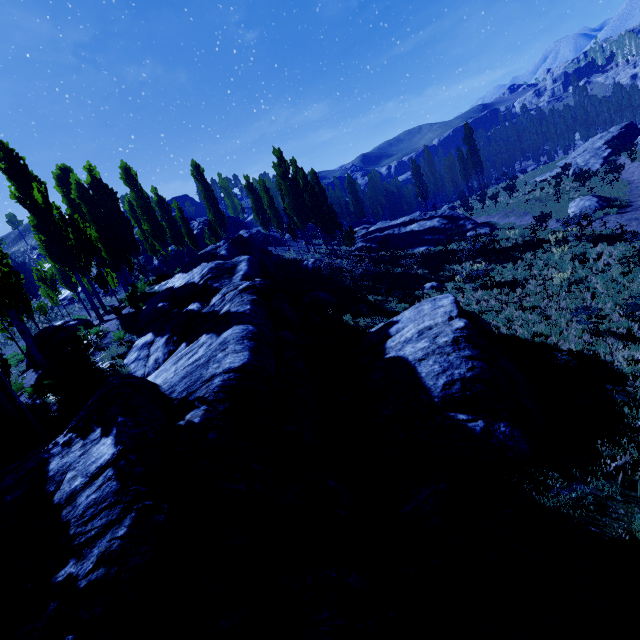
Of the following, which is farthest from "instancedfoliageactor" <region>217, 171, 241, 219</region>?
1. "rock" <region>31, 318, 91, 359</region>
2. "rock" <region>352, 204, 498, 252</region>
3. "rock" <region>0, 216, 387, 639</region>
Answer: "rock" <region>352, 204, 498, 252</region>

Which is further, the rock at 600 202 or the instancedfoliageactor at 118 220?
the rock at 600 202

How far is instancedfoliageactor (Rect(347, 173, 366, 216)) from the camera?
58.4m

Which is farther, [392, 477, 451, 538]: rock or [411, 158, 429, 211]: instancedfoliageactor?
[411, 158, 429, 211]: instancedfoliageactor

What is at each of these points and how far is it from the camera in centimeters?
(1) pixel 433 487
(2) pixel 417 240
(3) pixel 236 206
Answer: (1) rock, 576cm
(2) rock, 3105cm
(3) instancedfoliageactor, 5794cm

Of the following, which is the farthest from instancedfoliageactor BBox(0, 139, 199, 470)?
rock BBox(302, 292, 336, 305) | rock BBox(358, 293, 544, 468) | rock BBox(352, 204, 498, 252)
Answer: rock BBox(302, 292, 336, 305)

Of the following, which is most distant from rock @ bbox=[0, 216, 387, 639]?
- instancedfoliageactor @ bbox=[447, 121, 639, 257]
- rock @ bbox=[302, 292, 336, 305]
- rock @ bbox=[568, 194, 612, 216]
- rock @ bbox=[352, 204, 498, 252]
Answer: rock @ bbox=[568, 194, 612, 216]

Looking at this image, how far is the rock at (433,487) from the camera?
5.36m
